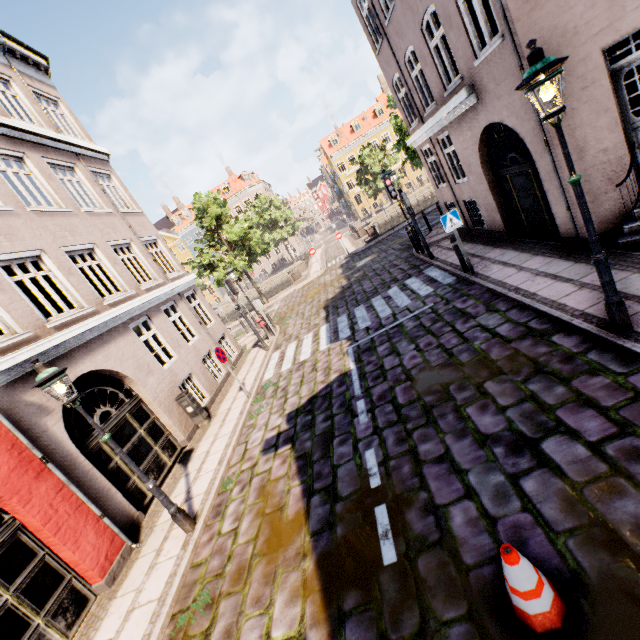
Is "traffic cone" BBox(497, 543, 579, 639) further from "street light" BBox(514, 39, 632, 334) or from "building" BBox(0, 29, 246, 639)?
"building" BBox(0, 29, 246, 639)

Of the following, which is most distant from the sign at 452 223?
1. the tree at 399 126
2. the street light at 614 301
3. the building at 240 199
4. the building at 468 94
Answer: the building at 240 199

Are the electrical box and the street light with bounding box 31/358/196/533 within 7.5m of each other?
yes

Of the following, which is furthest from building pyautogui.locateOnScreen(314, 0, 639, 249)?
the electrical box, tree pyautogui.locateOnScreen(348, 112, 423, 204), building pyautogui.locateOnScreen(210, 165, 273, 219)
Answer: building pyautogui.locateOnScreen(210, 165, 273, 219)

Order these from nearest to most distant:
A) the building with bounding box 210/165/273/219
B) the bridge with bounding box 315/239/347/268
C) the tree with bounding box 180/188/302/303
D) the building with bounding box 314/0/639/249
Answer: the building with bounding box 314/0/639/249 < the tree with bounding box 180/188/302/303 < the bridge with bounding box 315/239/347/268 < the building with bounding box 210/165/273/219

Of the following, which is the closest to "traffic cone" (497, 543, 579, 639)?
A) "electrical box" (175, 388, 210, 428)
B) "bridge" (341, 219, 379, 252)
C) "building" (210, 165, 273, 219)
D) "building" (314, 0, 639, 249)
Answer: "building" (314, 0, 639, 249)

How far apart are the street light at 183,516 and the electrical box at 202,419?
4.2 meters

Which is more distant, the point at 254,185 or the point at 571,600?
the point at 254,185
